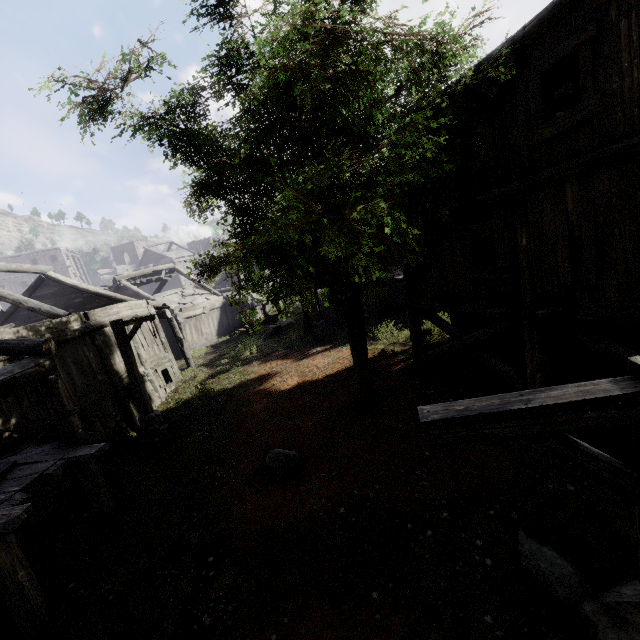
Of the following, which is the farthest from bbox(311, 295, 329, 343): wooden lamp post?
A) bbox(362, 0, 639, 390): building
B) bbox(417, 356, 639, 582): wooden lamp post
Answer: bbox(417, 356, 639, 582): wooden lamp post

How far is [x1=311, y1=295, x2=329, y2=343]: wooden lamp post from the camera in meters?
19.2 m

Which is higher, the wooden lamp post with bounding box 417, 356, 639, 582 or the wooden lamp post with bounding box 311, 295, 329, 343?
the wooden lamp post with bounding box 417, 356, 639, 582

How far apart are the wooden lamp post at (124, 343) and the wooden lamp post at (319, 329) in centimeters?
832cm

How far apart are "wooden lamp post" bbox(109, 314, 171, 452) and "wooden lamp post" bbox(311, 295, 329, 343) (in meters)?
8.32

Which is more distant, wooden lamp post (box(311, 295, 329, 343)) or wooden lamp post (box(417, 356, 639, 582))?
wooden lamp post (box(311, 295, 329, 343))

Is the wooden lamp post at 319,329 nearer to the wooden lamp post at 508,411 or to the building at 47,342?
the building at 47,342

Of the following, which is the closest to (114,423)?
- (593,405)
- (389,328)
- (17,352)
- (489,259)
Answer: (17,352)
